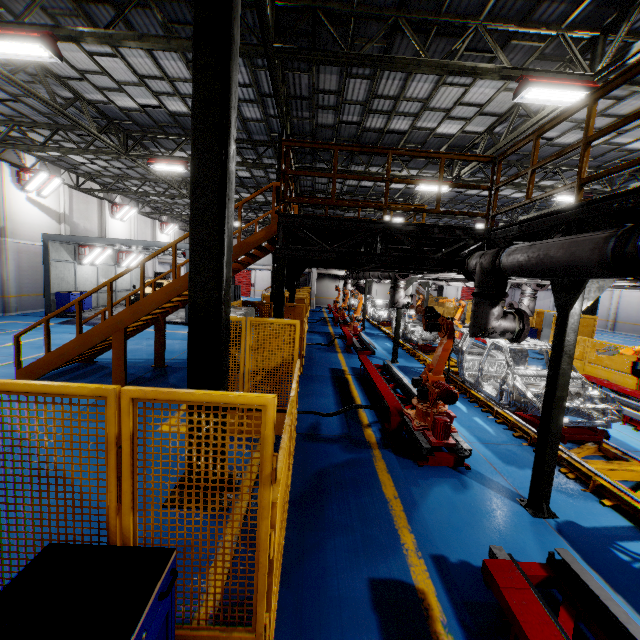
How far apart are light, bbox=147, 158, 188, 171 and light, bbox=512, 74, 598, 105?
12.80m

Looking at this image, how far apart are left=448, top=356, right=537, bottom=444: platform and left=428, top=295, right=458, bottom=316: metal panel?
4.56m

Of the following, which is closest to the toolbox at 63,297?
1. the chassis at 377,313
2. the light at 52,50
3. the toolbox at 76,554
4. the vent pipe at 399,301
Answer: the light at 52,50

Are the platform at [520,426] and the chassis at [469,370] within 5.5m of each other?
yes

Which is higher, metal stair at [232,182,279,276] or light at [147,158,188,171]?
light at [147,158,188,171]

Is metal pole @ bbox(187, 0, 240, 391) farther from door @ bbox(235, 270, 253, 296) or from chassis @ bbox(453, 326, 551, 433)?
door @ bbox(235, 270, 253, 296)

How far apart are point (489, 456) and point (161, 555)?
5.8m

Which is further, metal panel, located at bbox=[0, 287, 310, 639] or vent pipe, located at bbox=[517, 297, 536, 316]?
vent pipe, located at bbox=[517, 297, 536, 316]
